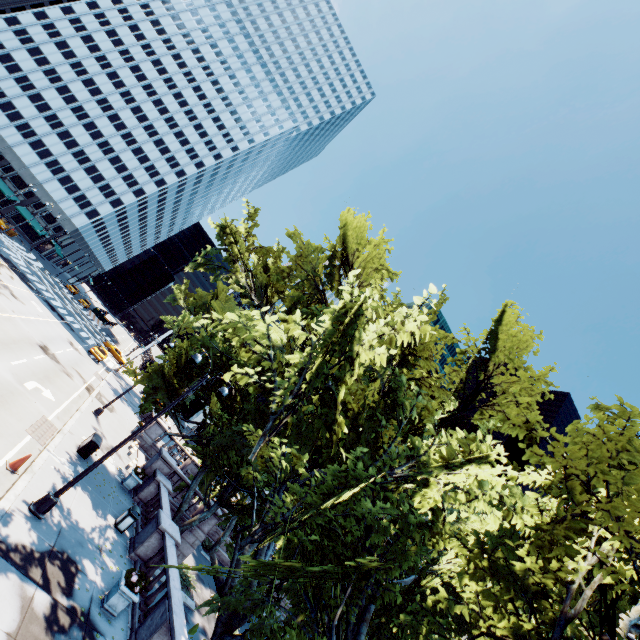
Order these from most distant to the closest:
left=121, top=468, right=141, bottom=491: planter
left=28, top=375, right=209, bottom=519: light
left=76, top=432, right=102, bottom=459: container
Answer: left=121, top=468, right=141, bottom=491: planter, left=76, top=432, right=102, bottom=459: container, left=28, top=375, right=209, bottom=519: light

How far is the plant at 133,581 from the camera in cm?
1059

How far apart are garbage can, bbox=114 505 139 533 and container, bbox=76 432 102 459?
3.9 meters

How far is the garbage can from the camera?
14.6m

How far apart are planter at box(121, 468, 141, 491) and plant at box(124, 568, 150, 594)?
8.73m

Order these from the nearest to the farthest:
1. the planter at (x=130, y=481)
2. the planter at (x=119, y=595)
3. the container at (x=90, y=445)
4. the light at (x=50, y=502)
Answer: the planter at (x=119, y=595)
the light at (x=50, y=502)
the container at (x=90, y=445)
the planter at (x=130, y=481)

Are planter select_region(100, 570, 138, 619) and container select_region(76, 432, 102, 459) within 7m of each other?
no

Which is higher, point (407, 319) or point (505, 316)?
point (505, 316)
